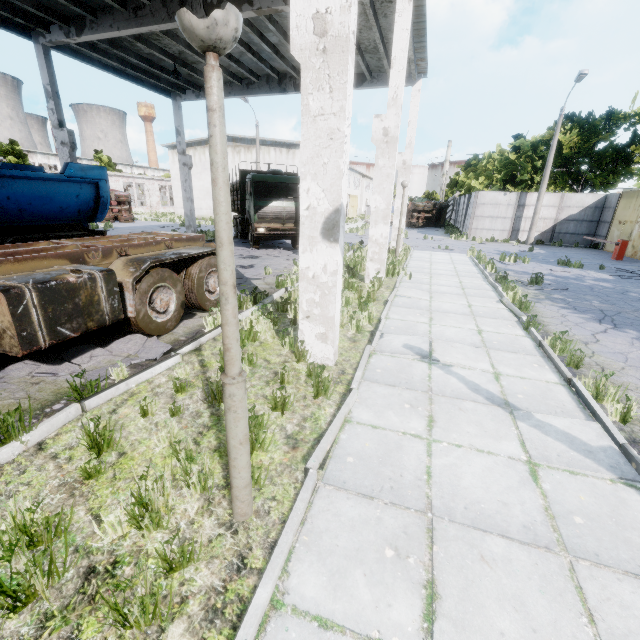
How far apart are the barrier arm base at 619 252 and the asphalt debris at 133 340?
23.0 meters

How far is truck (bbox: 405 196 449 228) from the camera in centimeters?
3662cm

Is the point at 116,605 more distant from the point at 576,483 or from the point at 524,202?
the point at 524,202

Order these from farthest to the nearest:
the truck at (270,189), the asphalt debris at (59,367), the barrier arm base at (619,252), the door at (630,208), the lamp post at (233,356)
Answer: the door at (630,208), the barrier arm base at (619,252), the truck at (270,189), the asphalt debris at (59,367), the lamp post at (233,356)

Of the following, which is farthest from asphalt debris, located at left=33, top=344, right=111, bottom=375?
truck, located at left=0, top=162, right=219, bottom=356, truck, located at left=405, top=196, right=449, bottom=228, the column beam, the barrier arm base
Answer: truck, located at left=405, top=196, right=449, bottom=228

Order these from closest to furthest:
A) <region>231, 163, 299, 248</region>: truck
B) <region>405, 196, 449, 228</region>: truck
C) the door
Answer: <region>231, 163, 299, 248</region>: truck → the door → <region>405, 196, 449, 228</region>: truck

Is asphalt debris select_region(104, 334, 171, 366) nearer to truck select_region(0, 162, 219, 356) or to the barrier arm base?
truck select_region(0, 162, 219, 356)

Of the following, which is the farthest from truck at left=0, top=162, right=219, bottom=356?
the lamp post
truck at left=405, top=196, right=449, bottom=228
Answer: truck at left=405, top=196, right=449, bottom=228
